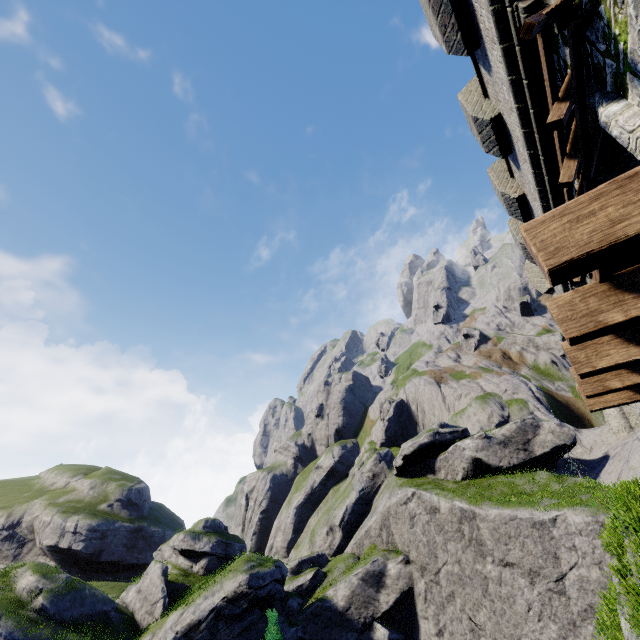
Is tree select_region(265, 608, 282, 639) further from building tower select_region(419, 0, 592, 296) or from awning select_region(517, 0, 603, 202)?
awning select_region(517, 0, 603, 202)

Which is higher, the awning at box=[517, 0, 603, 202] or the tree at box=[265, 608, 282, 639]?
the awning at box=[517, 0, 603, 202]

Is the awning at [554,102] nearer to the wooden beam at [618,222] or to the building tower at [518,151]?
the building tower at [518,151]

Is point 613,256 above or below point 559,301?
below

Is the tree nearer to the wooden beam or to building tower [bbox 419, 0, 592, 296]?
building tower [bbox 419, 0, 592, 296]

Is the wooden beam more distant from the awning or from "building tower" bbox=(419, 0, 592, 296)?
the awning

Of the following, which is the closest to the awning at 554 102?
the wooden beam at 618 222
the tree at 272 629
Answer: the wooden beam at 618 222

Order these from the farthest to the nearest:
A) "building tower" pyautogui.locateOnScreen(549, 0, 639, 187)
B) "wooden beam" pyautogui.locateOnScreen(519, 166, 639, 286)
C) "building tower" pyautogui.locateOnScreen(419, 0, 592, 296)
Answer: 1. "building tower" pyautogui.locateOnScreen(419, 0, 592, 296)
2. "building tower" pyautogui.locateOnScreen(549, 0, 639, 187)
3. "wooden beam" pyautogui.locateOnScreen(519, 166, 639, 286)
